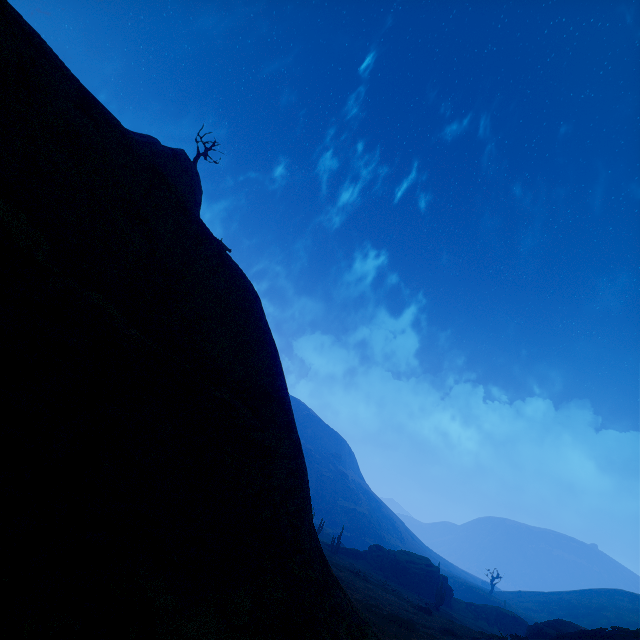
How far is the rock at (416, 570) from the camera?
49.8m

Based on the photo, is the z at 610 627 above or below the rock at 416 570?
above

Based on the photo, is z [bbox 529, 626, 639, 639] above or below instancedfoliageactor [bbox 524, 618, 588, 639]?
above

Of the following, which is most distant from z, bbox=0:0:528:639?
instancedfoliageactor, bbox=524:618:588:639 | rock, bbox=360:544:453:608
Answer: rock, bbox=360:544:453:608

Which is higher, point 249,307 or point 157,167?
point 157,167

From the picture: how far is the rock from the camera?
49.8m

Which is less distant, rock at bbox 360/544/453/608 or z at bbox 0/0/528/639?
z at bbox 0/0/528/639

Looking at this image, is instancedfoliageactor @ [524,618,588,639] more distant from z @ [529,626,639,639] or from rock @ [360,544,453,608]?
rock @ [360,544,453,608]
